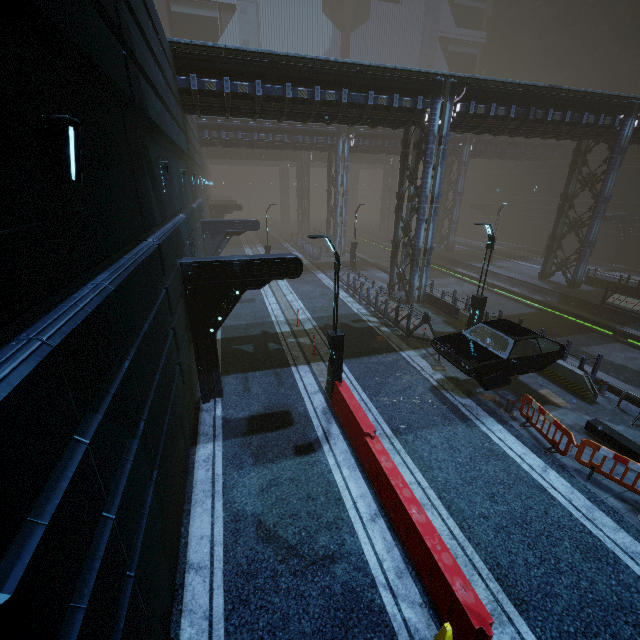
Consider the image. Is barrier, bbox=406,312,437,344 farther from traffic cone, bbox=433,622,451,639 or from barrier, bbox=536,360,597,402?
traffic cone, bbox=433,622,451,639

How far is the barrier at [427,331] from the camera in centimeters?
1547cm

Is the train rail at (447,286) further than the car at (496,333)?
Yes

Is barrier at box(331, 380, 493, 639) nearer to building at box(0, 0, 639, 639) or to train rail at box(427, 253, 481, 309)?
building at box(0, 0, 639, 639)

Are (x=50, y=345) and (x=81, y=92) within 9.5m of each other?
yes

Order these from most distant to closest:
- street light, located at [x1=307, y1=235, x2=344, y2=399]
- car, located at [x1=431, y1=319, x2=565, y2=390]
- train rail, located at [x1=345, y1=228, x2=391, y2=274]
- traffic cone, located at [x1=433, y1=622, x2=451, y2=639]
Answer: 1. train rail, located at [x1=345, y1=228, x2=391, y2=274]
2. car, located at [x1=431, y1=319, x2=565, y2=390]
3. street light, located at [x1=307, y1=235, x2=344, y2=399]
4. traffic cone, located at [x1=433, y1=622, x2=451, y2=639]

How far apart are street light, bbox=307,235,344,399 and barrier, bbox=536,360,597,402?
8.2m

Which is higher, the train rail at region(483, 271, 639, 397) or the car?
the car
